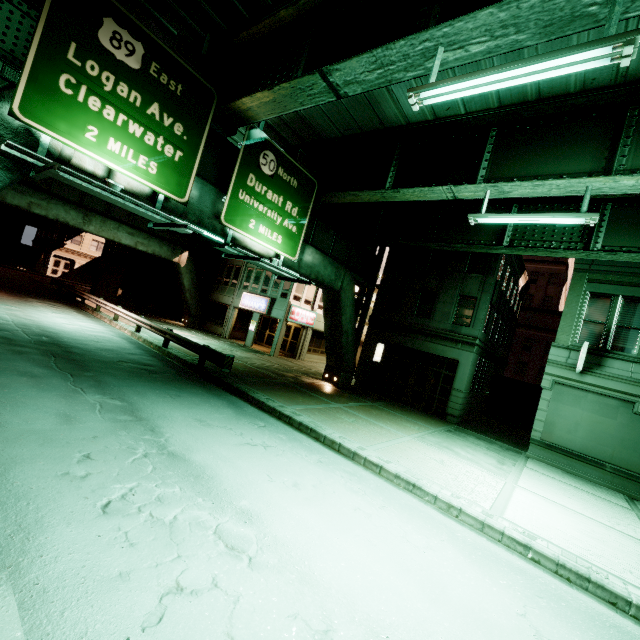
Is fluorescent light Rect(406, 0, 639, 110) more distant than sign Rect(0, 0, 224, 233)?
No

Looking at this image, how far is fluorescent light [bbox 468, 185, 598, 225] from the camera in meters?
9.0

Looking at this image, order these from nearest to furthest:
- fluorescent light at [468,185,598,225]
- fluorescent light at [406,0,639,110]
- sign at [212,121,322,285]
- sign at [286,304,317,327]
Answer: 1. fluorescent light at [406,0,639,110]
2. fluorescent light at [468,185,598,225]
3. sign at [212,121,322,285]
4. sign at [286,304,317,327]

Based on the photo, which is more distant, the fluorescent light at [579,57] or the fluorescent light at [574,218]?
the fluorescent light at [574,218]

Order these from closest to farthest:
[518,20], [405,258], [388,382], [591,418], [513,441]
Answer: [518,20], [591,418], [513,441], [405,258], [388,382]

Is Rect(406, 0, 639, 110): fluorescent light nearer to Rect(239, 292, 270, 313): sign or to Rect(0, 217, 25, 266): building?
Rect(239, 292, 270, 313): sign

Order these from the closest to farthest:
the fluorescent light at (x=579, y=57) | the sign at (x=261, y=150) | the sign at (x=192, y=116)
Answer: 1. the fluorescent light at (x=579, y=57)
2. the sign at (x=192, y=116)
3. the sign at (x=261, y=150)

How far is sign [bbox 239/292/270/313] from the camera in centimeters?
2664cm
